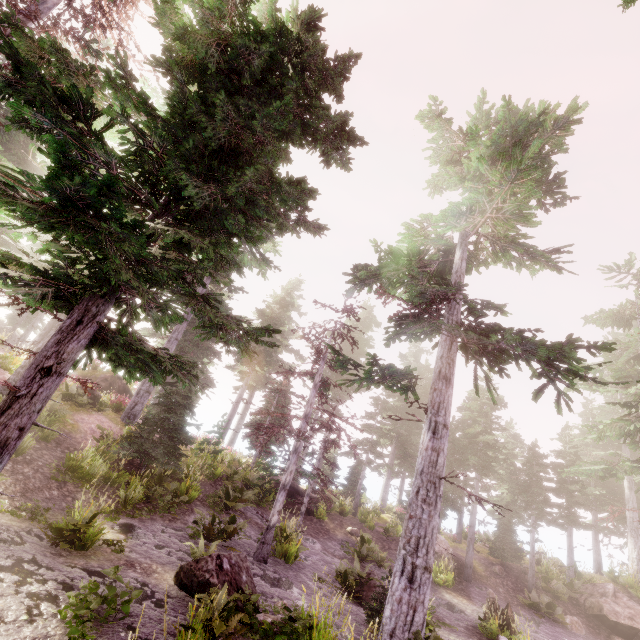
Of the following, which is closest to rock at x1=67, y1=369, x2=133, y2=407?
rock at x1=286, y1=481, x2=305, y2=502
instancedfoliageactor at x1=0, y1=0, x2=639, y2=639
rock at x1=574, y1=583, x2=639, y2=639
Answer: instancedfoliageactor at x1=0, y1=0, x2=639, y2=639

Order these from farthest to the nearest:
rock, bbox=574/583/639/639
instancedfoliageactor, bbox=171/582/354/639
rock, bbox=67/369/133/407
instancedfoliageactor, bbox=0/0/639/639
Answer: rock, bbox=67/369/133/407, rock, bbox=574/583/639/639, instancedfoliageactor, bbox=171/582/354/639, instancedfoliageactor, bbox=0/0/639/639

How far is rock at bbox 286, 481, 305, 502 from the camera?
20.96m

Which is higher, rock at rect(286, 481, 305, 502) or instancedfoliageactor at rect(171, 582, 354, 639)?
rock at rect(286, 481, 305, 502)

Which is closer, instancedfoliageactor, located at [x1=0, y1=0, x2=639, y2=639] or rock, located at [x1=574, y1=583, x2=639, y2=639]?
instancedfoliageactor, located at [x1=0, y1=0, x2=639, y2=639]

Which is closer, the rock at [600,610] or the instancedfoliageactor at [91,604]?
the instancedfoliageactor at [91,604]

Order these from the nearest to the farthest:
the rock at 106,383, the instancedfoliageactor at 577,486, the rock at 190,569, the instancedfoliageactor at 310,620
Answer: the instancedfoliageactor at 577,486
the instancedfoliageactor at 310,620
the rock at 190,569
the rock at 106,383

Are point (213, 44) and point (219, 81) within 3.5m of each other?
yes
